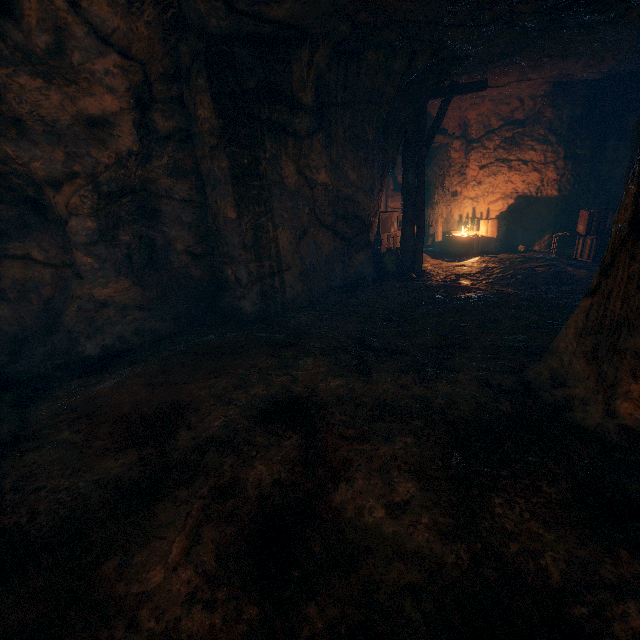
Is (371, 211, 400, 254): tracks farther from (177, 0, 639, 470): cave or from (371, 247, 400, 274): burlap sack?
(371, 247, 400, 274): burlap sack

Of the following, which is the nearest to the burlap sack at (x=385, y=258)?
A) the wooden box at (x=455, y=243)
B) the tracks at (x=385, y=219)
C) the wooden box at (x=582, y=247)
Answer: the tracks at (x=385, y=219)

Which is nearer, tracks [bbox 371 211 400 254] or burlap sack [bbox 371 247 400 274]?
burlap sack [bbox 371 247 400 274]

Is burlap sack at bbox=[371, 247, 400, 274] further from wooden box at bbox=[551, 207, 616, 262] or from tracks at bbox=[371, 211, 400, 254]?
wooden box at bbox=[551, 207, 616, 262]

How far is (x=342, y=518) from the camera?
2.2 meters

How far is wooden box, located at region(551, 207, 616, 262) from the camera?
8.06m

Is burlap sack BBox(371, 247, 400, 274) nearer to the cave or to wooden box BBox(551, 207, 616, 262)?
the cave

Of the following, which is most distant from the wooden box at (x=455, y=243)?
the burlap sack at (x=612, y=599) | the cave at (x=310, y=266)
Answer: the burlap sack at (x=612, y=599)
